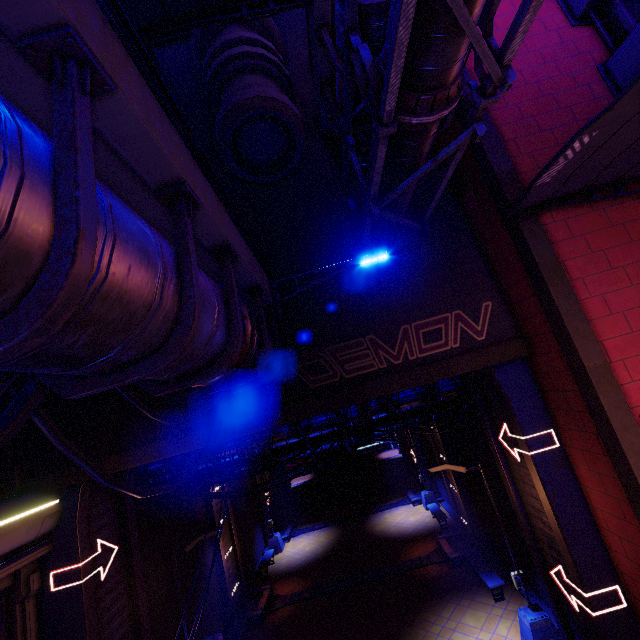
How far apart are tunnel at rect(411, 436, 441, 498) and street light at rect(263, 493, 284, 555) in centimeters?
1147cm

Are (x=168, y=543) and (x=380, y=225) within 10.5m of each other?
no

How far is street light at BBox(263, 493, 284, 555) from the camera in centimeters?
2278cm

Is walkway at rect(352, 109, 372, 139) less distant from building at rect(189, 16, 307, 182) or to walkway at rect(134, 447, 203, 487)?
building at rect(189, 16, 307, 182)

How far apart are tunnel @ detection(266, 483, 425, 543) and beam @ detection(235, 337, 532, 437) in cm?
1932

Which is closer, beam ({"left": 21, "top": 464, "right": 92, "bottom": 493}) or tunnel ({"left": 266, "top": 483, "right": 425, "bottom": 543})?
beam ({"left": 21, "top": 464, "right": 92, "bottom": 493})

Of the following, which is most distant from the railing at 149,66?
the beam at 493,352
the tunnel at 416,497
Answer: the tunnel at 416,497

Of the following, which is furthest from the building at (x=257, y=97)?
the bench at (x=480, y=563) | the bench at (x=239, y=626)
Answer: the bench at (x=239, y=626)
